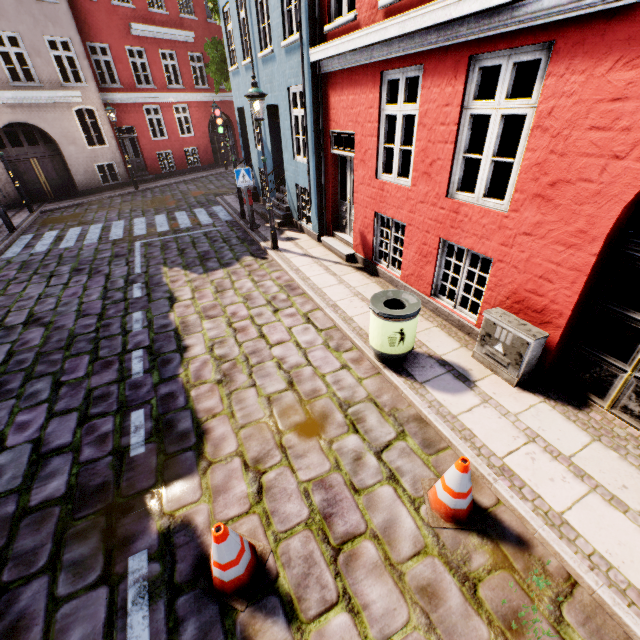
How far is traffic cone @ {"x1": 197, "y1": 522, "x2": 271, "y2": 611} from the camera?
2.6 meters

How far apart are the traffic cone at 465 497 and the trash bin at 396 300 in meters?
1.7 m

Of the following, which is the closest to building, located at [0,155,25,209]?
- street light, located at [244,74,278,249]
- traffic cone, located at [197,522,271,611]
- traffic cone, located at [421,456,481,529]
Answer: street light, located at [244,74,278,249]

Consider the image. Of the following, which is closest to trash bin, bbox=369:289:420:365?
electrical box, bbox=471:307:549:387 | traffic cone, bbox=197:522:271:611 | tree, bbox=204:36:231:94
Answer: electrical box, bbox=471:307:549:387

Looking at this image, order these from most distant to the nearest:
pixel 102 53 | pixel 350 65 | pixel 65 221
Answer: pixel 102 53
pixel 65 221
pixel 350 65

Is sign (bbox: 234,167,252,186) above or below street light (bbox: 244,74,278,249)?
below

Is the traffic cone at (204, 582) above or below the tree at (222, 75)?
below

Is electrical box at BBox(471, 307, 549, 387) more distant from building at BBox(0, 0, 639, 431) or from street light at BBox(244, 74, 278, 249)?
street light at BBox(244, 74, 278, 249)
